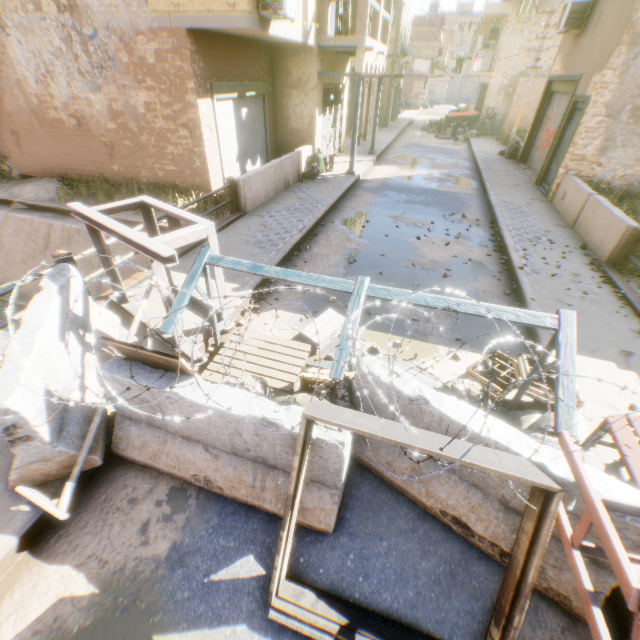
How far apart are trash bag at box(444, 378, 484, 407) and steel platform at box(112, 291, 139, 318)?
2.9m

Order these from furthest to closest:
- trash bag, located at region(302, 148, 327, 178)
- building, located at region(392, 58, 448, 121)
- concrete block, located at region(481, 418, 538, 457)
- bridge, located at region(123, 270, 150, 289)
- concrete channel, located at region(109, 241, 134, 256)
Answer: building, located at region(392, 58, 448, 121), trash bag, located at region(302, 148, 327, 178), concrete channel, located at region(109, 241, 134, 256), bridge, located at region(123, 270, 150, 289), concrete block, located at region(481, 418, 538, 457)

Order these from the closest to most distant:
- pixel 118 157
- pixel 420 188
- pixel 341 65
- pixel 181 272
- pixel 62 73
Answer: pixel 181 272, pixel 62 73, pixel 118 157, pixel 420 188, pixel 341 65

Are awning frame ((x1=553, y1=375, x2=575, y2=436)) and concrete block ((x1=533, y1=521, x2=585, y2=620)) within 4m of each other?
yes

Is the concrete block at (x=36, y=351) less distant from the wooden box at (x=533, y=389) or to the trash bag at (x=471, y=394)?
the trash bag at (x=471, y=394)

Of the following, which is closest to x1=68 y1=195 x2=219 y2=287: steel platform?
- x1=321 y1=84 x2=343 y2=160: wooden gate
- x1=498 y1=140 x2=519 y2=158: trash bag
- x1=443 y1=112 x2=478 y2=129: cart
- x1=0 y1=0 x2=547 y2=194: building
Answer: x1=0 y1=0 x2=547 y2=194: building

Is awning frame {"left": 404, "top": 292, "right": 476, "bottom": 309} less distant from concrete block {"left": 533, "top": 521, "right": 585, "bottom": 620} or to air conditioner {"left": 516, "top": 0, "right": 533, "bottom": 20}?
concrete block {"left": 533, "top": 521, "right": 585, "bottom": 620}

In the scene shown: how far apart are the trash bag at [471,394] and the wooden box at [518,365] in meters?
0.4
